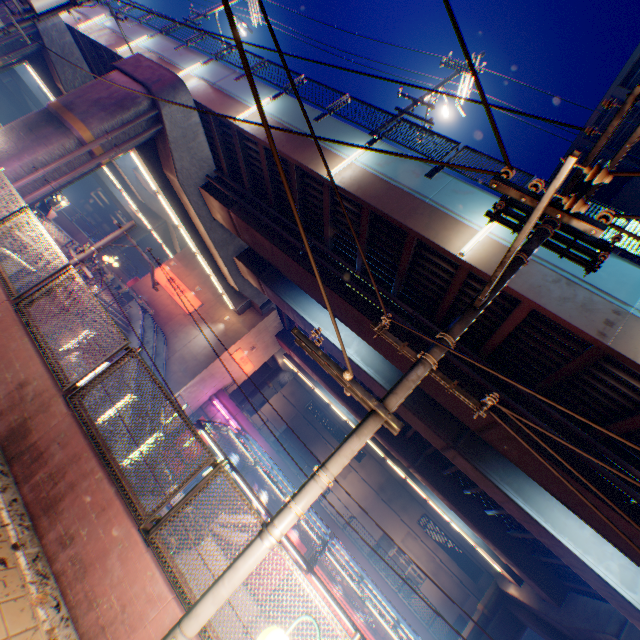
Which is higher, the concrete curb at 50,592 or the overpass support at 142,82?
the overpass support at 142,82

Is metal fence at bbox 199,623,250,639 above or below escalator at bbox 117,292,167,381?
above

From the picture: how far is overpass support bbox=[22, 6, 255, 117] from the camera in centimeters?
1298cm

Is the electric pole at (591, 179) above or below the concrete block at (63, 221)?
above

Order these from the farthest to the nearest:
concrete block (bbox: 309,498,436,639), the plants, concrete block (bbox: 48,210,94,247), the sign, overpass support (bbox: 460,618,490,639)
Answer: the sign
overpass support (bbox: 460,618,490,639)
concrete block (bbox: 48,210,94,247)
concrete block (bbox: 309,498,436,639)
the plants

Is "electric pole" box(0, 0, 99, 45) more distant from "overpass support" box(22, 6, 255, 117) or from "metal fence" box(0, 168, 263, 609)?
"overpass support" box(22, 6, 255, 117)

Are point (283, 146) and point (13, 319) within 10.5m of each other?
yes

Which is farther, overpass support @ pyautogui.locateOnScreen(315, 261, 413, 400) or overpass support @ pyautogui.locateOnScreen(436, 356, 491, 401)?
overpass support @ pyautogui.locateOnScreen(315, 261, 413, 400)
